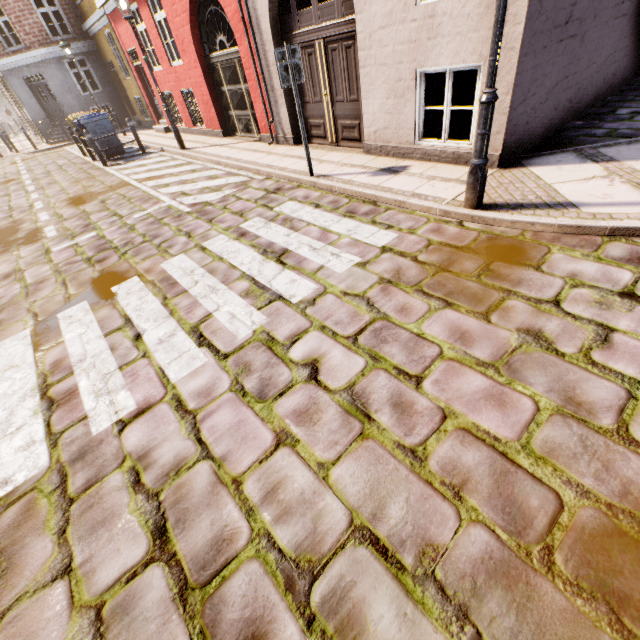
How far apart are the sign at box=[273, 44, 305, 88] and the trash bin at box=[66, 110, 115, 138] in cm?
953

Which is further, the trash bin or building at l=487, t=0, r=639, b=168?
the trash bin

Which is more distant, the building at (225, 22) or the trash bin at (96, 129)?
the trash bin at (96, 129)

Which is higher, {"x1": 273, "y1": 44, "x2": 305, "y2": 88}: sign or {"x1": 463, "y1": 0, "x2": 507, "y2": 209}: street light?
{"x1": 273, "y1": 44, "x2": 305, "y2": 88}: sign

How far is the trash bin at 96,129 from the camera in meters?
10.8

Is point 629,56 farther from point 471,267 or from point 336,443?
A: point 336,443

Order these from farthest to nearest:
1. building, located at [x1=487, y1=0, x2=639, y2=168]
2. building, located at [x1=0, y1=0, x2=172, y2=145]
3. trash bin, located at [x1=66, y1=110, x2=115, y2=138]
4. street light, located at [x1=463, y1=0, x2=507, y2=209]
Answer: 1. building, located at [x1=0, y1=0, x2=172, y2=145]
2. trash bin, located at [x1=66, y1=110, x2=115, y2=138]
3. building, located at [x1=487, y1=0, x2=639, y2=168]
4. street light, located at [x1=463, y1=0, x2=507, y2=209]

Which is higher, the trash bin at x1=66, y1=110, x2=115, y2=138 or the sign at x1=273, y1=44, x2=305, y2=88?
the sign at x1=273, y1=44, x2=305, y2=88
